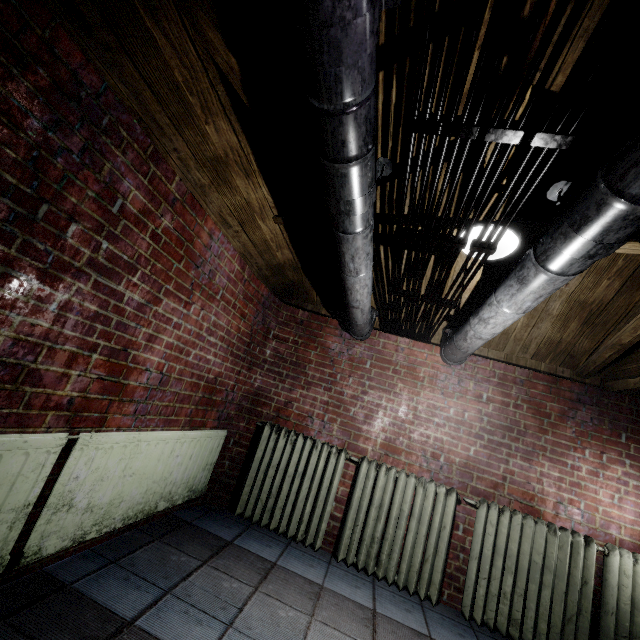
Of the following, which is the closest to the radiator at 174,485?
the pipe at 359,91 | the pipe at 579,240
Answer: the pipe at 359,91

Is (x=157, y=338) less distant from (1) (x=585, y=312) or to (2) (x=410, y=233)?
(2) (x=410, y=233)

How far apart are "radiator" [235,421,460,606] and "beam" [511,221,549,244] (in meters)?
1.26

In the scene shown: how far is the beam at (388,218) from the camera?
2.04m

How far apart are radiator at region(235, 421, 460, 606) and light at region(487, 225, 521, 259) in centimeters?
181cm

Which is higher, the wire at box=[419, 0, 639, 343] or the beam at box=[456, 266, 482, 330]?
the beam at box=[456, 266, 482, 330]

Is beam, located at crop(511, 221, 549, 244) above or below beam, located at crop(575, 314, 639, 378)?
above

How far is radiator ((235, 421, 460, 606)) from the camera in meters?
2.5 m
